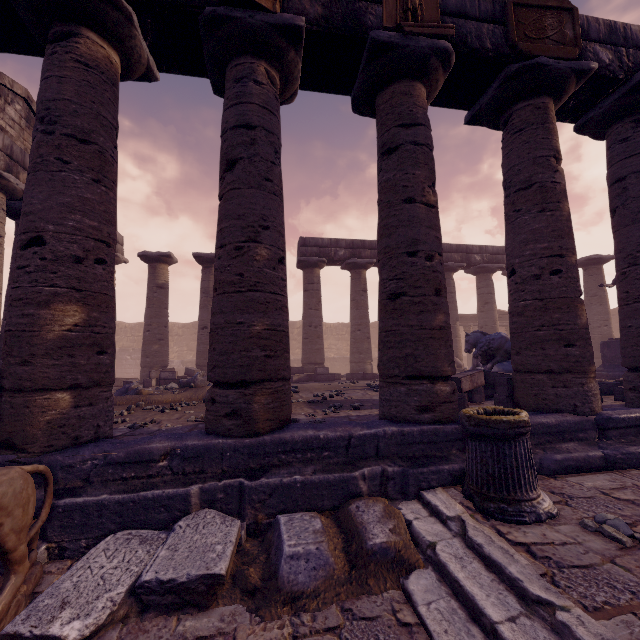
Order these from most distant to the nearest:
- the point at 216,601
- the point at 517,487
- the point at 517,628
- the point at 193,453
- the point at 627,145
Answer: the point at 627,145
the point at 193,453
the point at 517,487
the point at 216,601
the point at 517,628

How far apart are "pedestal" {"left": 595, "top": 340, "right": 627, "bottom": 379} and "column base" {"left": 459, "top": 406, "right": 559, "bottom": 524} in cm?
1032

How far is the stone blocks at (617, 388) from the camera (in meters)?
6.27

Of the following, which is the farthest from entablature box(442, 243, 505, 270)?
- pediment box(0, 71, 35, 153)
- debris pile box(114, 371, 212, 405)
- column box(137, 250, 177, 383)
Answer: debris pile box(114, 371, 212, 405)

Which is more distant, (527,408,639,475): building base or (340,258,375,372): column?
(340,258,375,372): column

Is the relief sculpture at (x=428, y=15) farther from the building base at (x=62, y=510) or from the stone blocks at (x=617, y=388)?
the stone blocks at (x=617, y=388)

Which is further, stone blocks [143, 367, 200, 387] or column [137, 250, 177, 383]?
column [137, 250, 177, 383]

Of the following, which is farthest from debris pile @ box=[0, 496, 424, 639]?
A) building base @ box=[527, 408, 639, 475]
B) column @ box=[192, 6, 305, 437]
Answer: column @ box=[192, 6, 305, 437]
